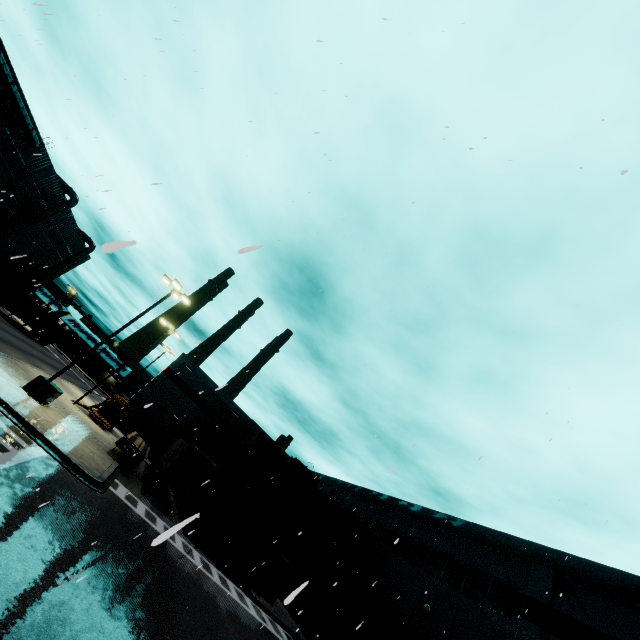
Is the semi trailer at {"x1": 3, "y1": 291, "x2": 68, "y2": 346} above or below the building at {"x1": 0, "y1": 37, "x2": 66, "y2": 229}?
below

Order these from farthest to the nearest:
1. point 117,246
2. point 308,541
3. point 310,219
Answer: point 308,541, point 310,219, point 117,246

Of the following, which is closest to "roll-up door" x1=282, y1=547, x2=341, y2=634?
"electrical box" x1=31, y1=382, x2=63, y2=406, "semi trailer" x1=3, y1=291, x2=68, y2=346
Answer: "semi trailer" x1=3, y1=291, x2=68, y2=346

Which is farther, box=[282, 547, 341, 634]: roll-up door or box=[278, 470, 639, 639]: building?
box=[282, 547, 341, 634]: roll-up door

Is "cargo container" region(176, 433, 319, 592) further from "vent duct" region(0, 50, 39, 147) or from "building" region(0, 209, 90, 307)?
"vent duct" region(0, 50, 39, 147)

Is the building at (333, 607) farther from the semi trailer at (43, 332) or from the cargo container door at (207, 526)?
the cargo container door at (207, 526)

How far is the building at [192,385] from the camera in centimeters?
3759cm

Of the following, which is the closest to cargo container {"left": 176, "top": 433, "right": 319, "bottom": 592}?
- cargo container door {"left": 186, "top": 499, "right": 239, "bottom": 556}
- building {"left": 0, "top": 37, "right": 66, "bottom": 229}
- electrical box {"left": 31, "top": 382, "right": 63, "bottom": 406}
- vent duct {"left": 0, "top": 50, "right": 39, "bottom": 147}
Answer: cargo container door {"left": 186, "top": 499, "right": 239, "bottom": 556}
